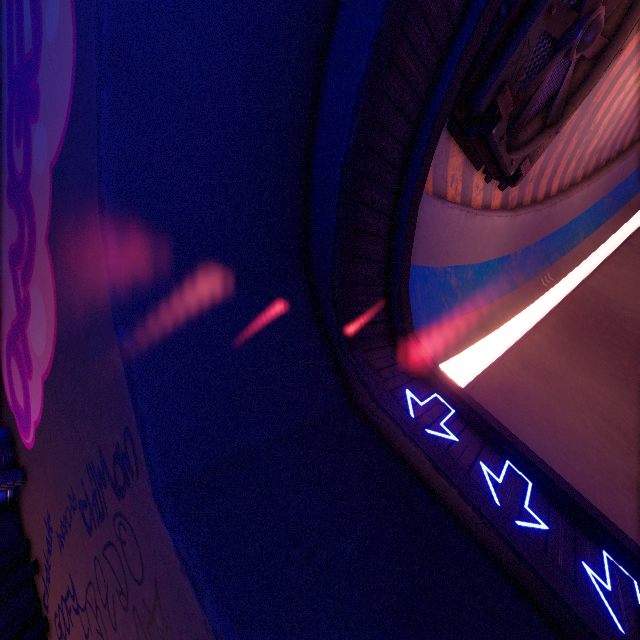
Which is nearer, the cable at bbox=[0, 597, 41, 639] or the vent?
the cable at bbox=[0, 597, 41, 639]

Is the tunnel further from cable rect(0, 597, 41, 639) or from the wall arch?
cable rect(0, 597, 41, 639)

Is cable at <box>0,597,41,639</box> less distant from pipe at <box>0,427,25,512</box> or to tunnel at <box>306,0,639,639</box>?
pipe at <box>0,427,25,512</box>

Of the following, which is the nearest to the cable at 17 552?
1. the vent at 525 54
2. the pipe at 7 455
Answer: the pipe at 7 455

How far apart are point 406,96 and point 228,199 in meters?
3.6

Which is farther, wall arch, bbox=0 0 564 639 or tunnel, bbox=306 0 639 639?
tunnel, bbox=306 0 639 639

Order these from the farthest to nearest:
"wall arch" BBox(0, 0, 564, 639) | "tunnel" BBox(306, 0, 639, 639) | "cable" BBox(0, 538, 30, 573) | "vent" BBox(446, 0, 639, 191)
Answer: "vent" BBox(446, 0, 639, 191) → "cable" BBox(0, 538, 30, 573) → "tunnel" BBox(306, 0, 639, 639) → "wall arch" BBox(0, 0, 564, 639)

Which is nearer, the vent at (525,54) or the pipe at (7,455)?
the pipe at (7,455)
